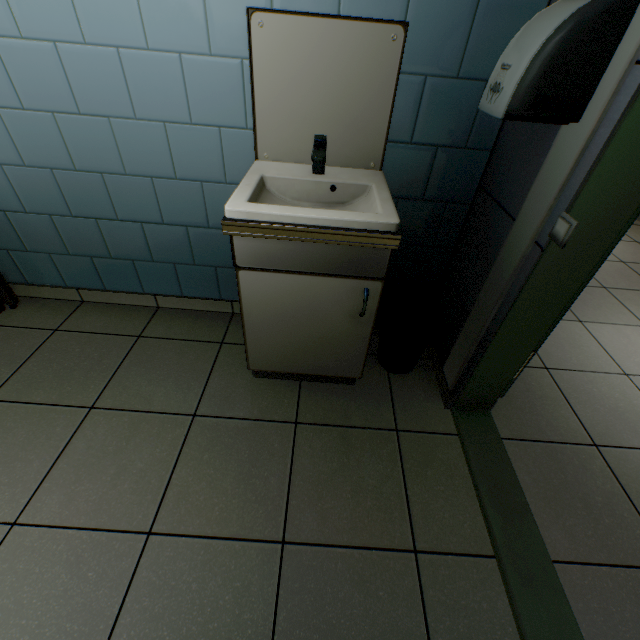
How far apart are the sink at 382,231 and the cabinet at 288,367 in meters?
0.0 m

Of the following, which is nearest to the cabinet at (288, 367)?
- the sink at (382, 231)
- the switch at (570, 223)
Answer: the sink at (382, 231)

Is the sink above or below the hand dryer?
below

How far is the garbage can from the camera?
1.65m

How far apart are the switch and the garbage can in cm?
71

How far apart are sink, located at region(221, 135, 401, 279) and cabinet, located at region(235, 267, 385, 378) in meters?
0.0

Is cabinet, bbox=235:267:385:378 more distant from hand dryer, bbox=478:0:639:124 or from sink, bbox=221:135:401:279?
hand dryer, bbox=478:0:639:124

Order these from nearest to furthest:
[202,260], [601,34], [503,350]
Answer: [601,34]
[503,350]
[202,260]
